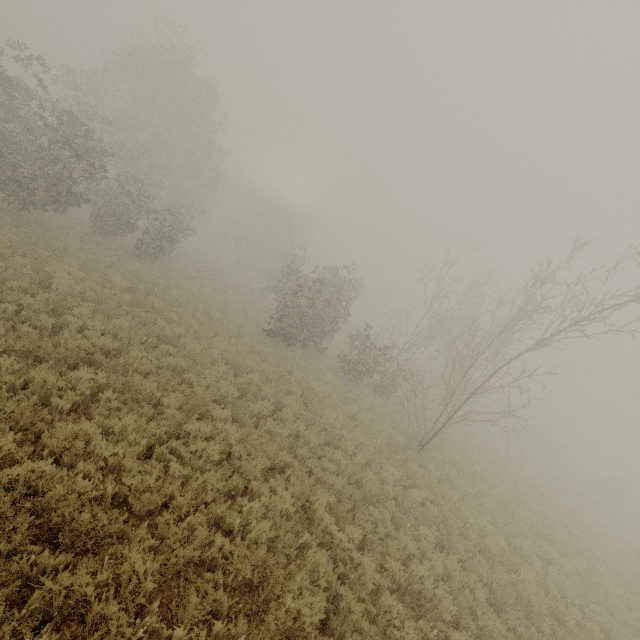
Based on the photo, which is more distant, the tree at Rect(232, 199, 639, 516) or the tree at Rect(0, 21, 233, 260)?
the tree at Rect(0, 21, 233, 260)

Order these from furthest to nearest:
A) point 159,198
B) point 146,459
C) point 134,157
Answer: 1. point 159,198
2. point 134,157
3. point 146,459

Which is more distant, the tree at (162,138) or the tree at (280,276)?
the tree at (162,138)
